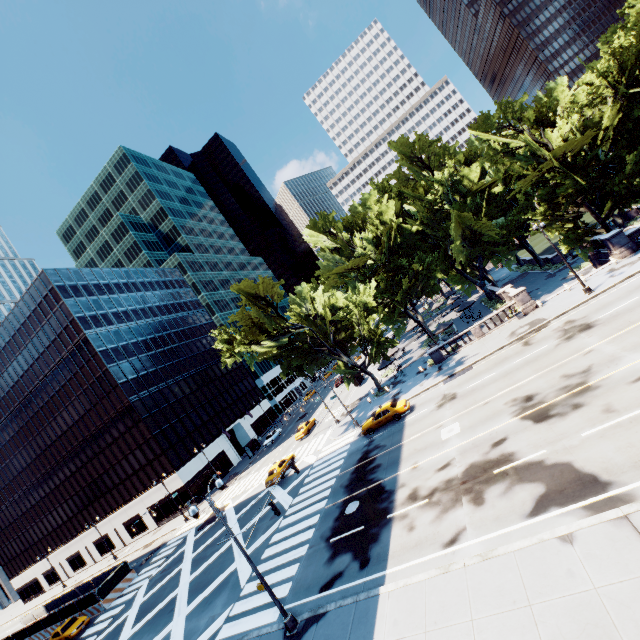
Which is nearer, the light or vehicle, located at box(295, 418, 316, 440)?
the light

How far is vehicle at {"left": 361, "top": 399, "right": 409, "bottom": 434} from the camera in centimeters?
2886cm

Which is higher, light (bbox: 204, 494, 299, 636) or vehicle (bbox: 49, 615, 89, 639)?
vehicle (bbox: 49, 615, 89, 639)

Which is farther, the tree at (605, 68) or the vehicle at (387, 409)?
the vehicle at (387, 409)

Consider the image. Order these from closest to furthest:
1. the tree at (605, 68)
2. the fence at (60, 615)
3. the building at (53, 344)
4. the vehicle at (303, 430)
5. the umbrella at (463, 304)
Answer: the tree at (605, 68) < the fence at (60, 615) < the umbrella at (463, 304) < the vehicle at (303, 430) < the building at (53, 344)

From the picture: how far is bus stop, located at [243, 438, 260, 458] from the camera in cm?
5594

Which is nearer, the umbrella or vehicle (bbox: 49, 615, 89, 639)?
vehicle (bbox: 49, 615, 89, 639)

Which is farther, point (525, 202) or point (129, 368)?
point (129, 368)
